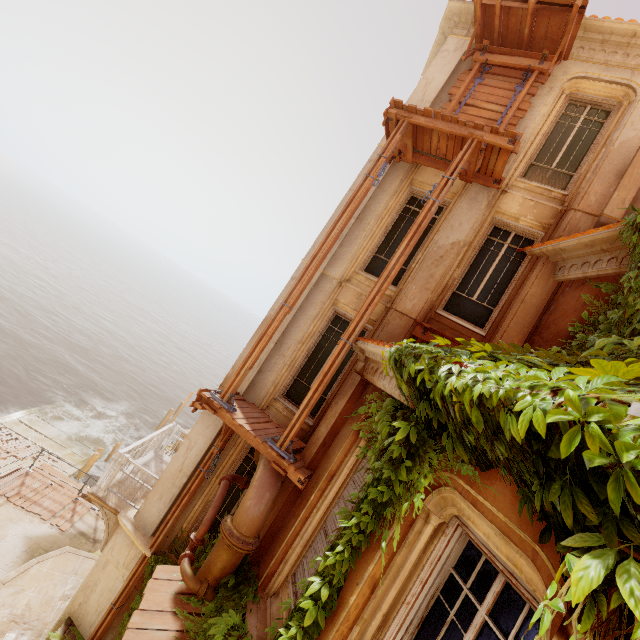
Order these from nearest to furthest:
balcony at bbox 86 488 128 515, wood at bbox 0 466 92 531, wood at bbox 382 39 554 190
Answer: wood at bbox 382 39 554 190 < balcony at bbox 86 488 128 515 < wood at bbox 0 466 92 531

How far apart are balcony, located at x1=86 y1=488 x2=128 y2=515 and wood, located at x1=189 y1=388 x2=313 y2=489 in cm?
362

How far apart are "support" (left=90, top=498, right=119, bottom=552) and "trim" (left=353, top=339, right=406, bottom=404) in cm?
696

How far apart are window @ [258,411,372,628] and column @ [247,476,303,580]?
0.01m

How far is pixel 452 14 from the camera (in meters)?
9.02

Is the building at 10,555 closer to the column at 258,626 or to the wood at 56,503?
the wood at 56,503

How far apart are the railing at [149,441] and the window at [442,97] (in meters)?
11.73

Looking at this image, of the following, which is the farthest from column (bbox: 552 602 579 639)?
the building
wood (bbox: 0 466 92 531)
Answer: wood (bbox: 0 466 92 531)
